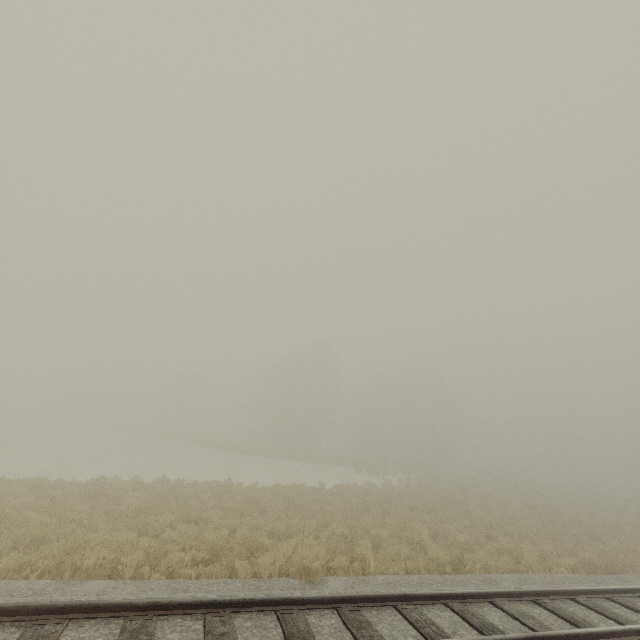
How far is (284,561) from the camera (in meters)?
8.27
